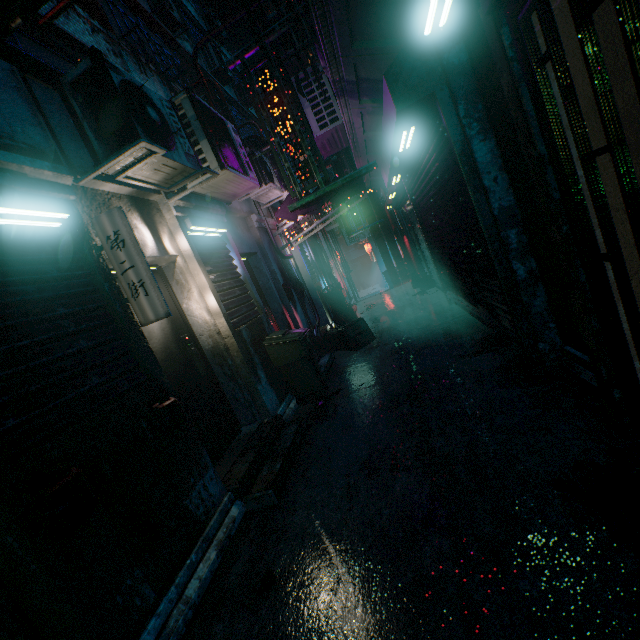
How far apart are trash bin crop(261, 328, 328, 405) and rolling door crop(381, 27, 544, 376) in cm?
217

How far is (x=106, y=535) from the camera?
1.7m

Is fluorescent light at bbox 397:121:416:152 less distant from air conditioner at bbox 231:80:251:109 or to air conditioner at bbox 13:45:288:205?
air conditioner at bbox 13:45:288:205

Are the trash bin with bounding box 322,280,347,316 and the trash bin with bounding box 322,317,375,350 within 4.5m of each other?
yes

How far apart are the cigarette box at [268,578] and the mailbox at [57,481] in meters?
1.1

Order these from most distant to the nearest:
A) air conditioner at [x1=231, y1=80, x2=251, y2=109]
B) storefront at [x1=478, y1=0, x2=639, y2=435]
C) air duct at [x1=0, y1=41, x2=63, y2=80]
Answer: air conditioner at [x1=231, y1=80, x2=251, y2=109] < air duct at [x1=0, y1=41, x2=63, y2=80] < storefront at [x1=478, y1=0, x2=639, y2=435]

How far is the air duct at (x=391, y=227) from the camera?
11.05m

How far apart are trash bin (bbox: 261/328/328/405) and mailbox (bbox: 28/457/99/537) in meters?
2.6 m
